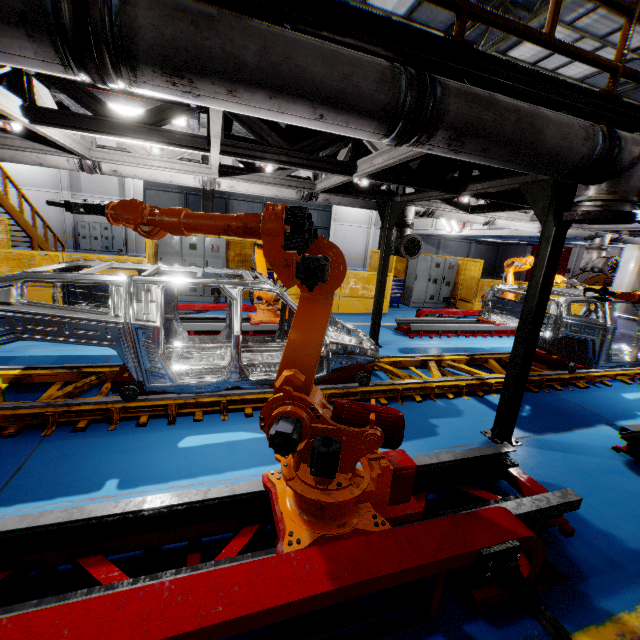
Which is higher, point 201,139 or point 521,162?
point 201,139

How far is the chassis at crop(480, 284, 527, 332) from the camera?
6.9 meters

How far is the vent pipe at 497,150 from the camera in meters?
2.3

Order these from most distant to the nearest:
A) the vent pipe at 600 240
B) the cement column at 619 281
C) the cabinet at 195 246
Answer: the cement column at 619 281 < the cabinet at 195 246 < the vent pipe at 600 240

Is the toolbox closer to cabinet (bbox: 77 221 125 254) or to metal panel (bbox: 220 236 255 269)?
metal panel (bbox: 220 236 255 269)

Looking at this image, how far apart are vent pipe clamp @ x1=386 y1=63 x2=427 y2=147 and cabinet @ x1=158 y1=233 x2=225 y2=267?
8.89m

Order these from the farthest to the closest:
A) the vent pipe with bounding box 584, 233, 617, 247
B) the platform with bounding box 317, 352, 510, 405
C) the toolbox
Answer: the toolbox → the vent pipe with bounding box 584, 233, 617, 247 → the platform with bounding box 317, 352, 510, 405

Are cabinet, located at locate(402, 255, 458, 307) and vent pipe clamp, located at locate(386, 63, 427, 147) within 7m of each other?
no
